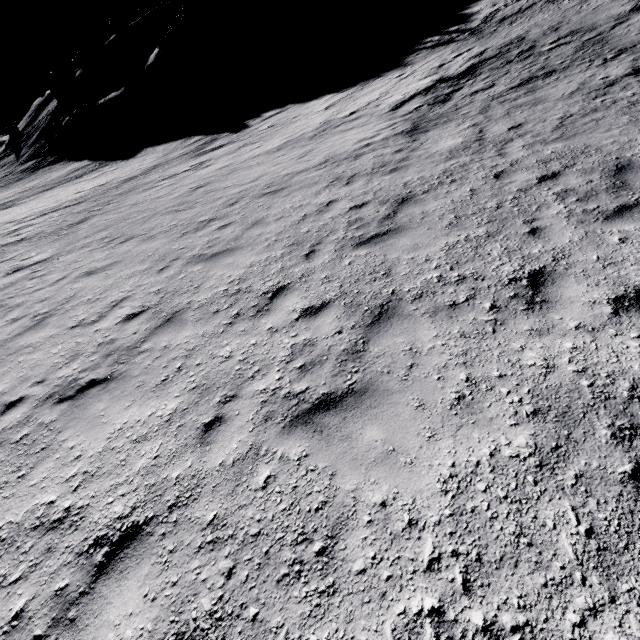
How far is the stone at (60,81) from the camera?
57.62m

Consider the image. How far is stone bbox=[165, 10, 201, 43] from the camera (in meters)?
41.84

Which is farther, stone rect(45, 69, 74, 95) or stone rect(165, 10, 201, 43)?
stone rect(45, 69, 74, 95)

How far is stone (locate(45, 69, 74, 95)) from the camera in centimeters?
5762cm

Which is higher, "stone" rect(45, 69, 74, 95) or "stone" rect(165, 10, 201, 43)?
"stone" rect(45, 69, 74, 95)

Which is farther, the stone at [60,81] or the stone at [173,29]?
the stone at [60,81]

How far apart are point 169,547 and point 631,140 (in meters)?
10.91
